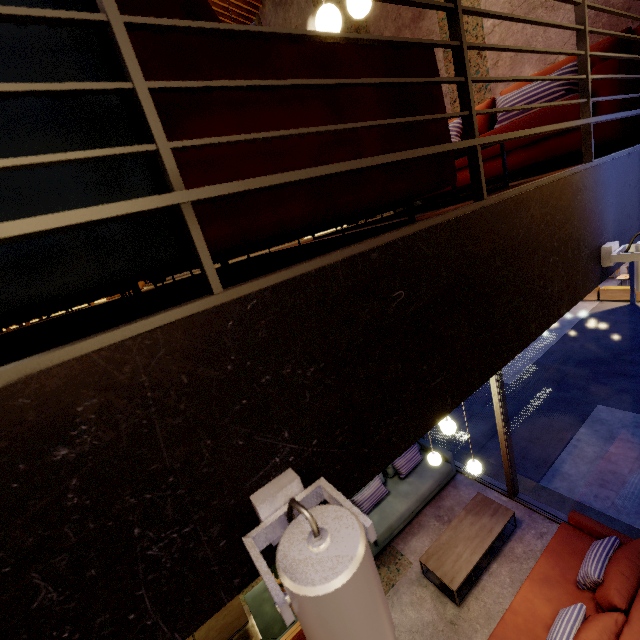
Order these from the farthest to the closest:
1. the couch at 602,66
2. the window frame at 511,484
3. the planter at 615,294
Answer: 1. the planter at 615,294
2. the window frame at 511,484
3. the couch at 602,66

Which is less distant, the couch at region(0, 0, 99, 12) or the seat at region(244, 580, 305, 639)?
the couch at region(0, 0, 99, 12)

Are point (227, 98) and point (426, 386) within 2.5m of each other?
yes

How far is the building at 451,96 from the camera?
3.86m

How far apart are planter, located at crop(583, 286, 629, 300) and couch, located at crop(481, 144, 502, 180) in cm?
1227

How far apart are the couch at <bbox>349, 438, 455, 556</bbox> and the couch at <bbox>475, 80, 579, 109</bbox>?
4.5m

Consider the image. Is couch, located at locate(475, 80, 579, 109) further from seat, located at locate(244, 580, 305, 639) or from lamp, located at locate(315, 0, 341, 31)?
seat, located at locate(244, 580, 305, 639)

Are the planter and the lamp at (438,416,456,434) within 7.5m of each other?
no
